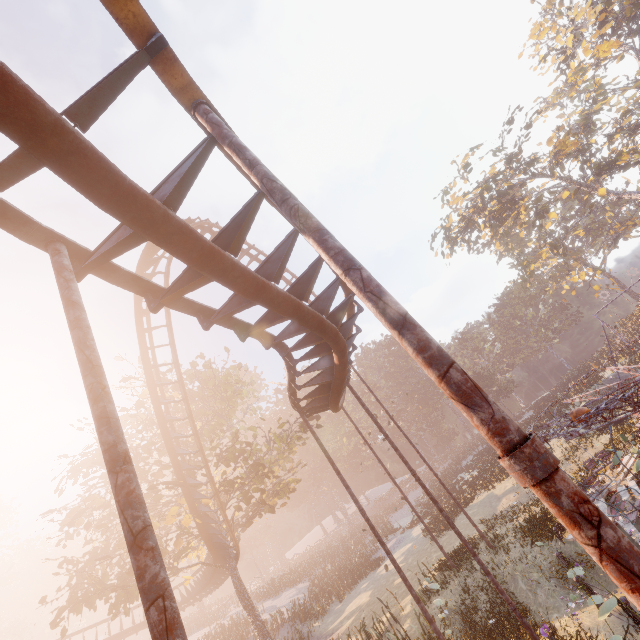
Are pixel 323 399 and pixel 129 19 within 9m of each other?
no

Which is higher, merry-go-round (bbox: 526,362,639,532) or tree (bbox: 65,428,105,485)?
tree (bbox: 65,428,105,485)

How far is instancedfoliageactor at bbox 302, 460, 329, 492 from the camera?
56.08m

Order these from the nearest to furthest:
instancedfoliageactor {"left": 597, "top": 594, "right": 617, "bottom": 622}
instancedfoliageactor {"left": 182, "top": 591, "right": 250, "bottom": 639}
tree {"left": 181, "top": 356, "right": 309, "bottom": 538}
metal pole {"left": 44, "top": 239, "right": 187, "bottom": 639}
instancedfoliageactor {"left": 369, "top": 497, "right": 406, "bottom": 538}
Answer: metal pole {"left": 44, "top": 239, "right": 187, "bottom": 639}
instancedfoliageactor {"left": 597, "top": 594, "right": 617, "bottom": 622}
tree {"left": 181, "top": 356, "right": 309, "bottom": 538}
instancedfoliageactor {"left": 182, "top": 591, "right": 250, "bottom": 639}
instancedfoliageactor {"left": 369, "top": 497, "right": 406, "bottom": 538}

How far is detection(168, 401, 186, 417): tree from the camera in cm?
2002

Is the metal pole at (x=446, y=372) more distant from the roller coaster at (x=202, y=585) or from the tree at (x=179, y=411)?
the tree at (x=179, y=411)

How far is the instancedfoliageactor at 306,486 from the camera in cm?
5609

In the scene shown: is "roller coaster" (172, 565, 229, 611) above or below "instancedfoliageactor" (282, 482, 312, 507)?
below
